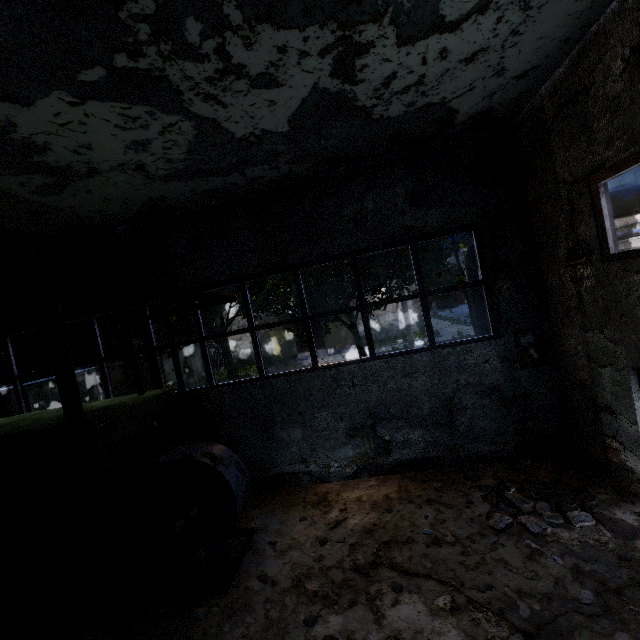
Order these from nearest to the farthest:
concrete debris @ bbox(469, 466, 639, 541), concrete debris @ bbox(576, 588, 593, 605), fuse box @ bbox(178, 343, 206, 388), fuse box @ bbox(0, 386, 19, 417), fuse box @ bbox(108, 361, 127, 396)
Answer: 1. concrete debris @ bbox(576, 588, 593, 605)
2. concrete debris @ bbox(469, 466, 639, 541)
3. fuse box @ bbox(0, 386, 19, 417)
4. fuse box @ bbox(108, 361, 127, 396)
5. fuse box @ bbox(178, 343, 206, 388)

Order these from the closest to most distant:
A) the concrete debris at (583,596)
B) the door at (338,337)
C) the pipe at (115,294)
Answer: the pipe at (115,294) < the concrete debris at (583,596) < the door at (338,337)

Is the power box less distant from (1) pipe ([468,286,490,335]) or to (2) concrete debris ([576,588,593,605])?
(1) pipe ([468,286,490,335])

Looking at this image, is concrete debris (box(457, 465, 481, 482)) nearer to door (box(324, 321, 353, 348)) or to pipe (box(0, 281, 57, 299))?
pipe (box(0, 281, 57, 299))

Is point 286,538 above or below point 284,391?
below

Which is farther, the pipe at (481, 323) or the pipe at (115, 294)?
the pipe at (481, 323)

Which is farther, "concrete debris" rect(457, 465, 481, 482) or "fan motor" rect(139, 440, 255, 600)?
"concrete debris" rect(457, 465, 481, 482)

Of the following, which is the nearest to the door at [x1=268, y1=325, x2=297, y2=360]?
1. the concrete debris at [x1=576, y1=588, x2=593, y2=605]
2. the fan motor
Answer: the fan motor
